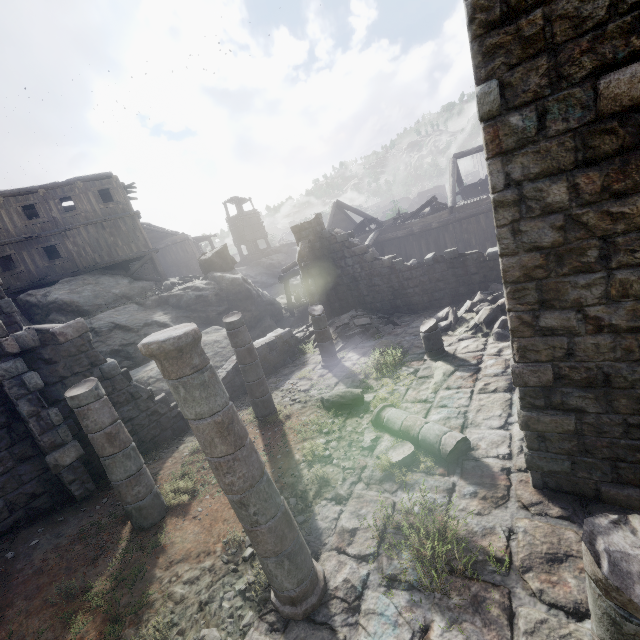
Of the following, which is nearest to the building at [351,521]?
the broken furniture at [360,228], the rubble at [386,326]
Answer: the rubble at [386,326]

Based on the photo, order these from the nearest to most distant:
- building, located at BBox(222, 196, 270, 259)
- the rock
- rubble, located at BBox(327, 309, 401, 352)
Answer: rubble, located at BBox(327, 309, 401, 352)
the rock
building, located at BBox(222, 196, 270, 259)

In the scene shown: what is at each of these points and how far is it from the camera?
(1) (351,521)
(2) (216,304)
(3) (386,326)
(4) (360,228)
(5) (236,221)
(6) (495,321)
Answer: (1) building, 5.23m
(2) rock, 19.64m
(3) rubble, 13.75m
(4) broken furniture, 22.72m
(5) building, 45.16m
(6) rubble, 10.23m

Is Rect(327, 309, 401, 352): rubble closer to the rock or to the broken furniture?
the rock

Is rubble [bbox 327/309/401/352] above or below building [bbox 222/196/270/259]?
below

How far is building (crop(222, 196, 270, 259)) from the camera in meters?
44.9

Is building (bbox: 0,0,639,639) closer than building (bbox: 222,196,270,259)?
Yes

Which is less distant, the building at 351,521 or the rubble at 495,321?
the building at 351,521
